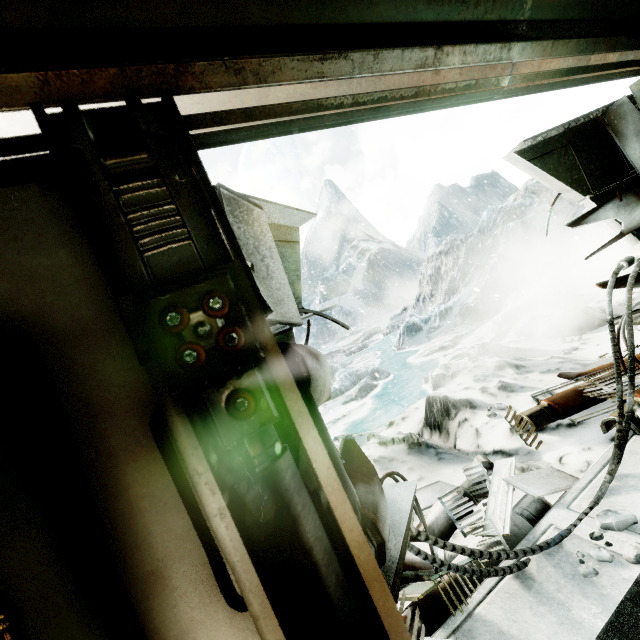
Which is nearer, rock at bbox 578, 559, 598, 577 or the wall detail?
the wall detail

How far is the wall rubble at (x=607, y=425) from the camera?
2.9 meters

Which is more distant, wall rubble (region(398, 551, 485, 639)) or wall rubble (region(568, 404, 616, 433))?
wall rubble (region(568, 404, 616, 433))

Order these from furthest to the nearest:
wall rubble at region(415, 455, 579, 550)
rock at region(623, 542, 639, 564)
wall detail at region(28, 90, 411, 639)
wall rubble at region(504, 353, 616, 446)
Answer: wall rubble at region(504, 353, 616, 446) → wall rubble at region(415, 455, 579, 550) → rock at region(623, 542, 639, 564) → wall detail at region(28, 90, 411, 639)

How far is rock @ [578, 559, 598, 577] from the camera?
1.86m

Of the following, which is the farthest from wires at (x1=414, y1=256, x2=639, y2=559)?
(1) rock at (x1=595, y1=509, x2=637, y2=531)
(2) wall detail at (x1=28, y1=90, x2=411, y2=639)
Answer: (2) wall detail at (x1=28, y1=90, x2=411, y2=639)

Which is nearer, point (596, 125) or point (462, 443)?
point (596, 125)

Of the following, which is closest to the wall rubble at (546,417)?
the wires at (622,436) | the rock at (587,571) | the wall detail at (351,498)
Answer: the wires at (622,436)
